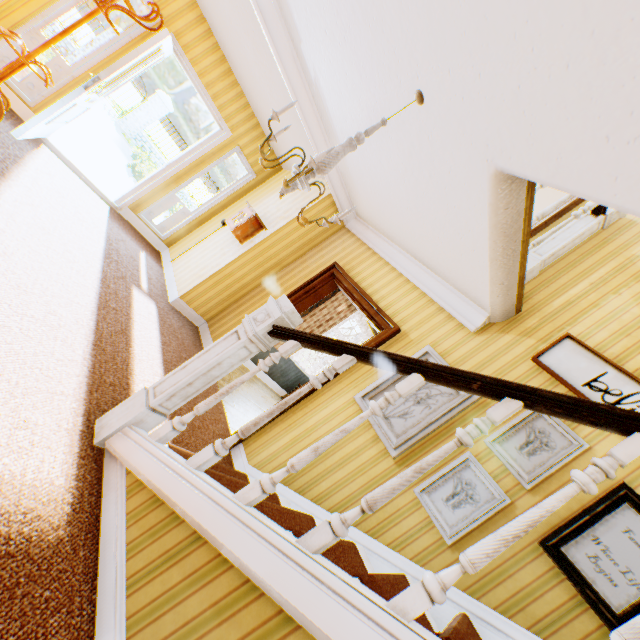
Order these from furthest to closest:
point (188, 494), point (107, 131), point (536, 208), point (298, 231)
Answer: point (107, 131) → point (536, 208) → point (298, 231) → point (188, 494)

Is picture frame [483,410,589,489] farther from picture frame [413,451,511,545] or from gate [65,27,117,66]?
gate [65,27,117,66]

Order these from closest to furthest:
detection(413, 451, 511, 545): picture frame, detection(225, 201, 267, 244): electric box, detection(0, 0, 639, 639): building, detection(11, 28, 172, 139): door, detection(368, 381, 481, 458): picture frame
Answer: detection(0, 0, 639, 639): building < detection(413, 451, 511, 545): picture frame < detection(368, 381, 481, 458): picture frame < detection(11, 28, 172, 139): door < detection(225, 201, 267, 244): electric box

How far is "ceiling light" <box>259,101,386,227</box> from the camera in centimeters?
196cm

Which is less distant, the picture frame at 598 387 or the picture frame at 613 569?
the picture frame at 613 569

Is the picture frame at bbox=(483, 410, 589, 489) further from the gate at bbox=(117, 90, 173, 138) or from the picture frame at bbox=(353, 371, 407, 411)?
the gate at bbox=(117, 90, 173, 138)

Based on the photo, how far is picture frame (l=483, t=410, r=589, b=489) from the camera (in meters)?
2.49

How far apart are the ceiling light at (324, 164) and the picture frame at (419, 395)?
1.7 meters
